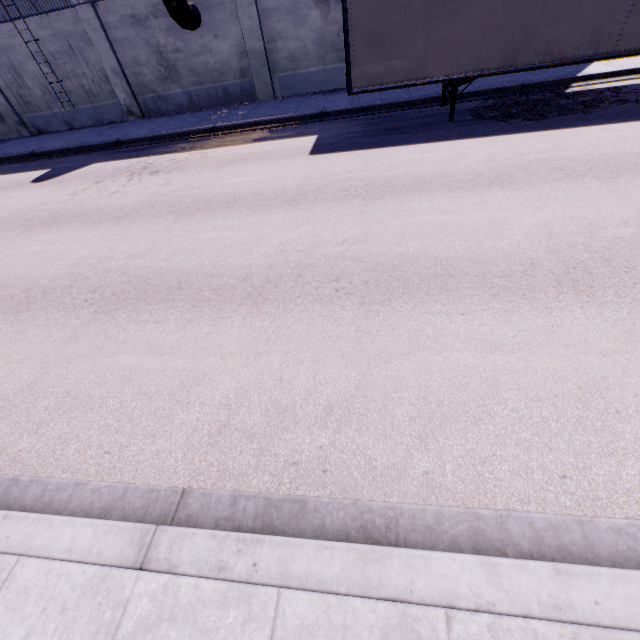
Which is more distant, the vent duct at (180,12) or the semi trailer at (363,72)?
the vent duct at (180,12)

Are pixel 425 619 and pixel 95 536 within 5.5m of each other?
yes

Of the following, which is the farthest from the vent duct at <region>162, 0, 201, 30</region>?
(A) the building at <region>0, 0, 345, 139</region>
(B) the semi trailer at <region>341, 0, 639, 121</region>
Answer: (B) the semi trailer at <region>341, 0, 639, 121</region>

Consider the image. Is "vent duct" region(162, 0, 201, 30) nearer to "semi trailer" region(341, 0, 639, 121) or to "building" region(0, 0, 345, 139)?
"building" region(0, 0, 345, 139)

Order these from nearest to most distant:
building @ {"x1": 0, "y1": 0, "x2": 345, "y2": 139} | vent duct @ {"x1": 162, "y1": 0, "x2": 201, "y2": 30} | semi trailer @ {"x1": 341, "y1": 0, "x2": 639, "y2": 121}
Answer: semi trailer @ {"x1": 341, "y1": 0, "x2": 639, "y2": 121}, vent duct @ {"x1": 162, "y1": 0, "x2": 201, "y2": 30}, building @ {"x1": 0, "y1": 0, "x2": 345, "y2": 139}

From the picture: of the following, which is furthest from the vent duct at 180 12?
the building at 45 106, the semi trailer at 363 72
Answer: the semi trailer at 363 72
